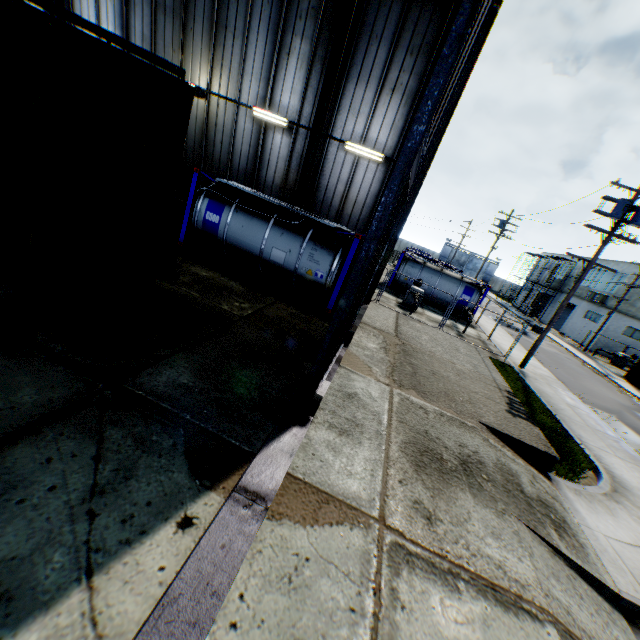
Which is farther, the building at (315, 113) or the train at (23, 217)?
the building at (315, 113)

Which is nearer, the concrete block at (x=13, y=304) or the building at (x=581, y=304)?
the concrete block at (x=13, y=304)

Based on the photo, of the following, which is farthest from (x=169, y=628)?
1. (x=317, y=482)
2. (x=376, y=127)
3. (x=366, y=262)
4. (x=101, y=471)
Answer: (x=376, y=127)

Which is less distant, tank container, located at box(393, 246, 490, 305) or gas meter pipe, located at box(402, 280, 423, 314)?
gas meter pipe, located at box(402, 280, 423, 314)

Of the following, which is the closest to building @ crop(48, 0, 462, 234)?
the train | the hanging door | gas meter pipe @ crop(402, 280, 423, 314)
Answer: Answer: the hanging door

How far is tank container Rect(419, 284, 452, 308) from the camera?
24.47m

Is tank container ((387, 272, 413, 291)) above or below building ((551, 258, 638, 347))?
below

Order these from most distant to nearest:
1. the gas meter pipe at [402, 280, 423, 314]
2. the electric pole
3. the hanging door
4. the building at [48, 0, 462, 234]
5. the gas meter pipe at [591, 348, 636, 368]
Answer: the gas meter pipe at [591, 348, 636, 368]
the gas meter pipe at [402, 280, 423, 314]
the electric pole
the building at [48, 0, 462, 234]
the hanging door
